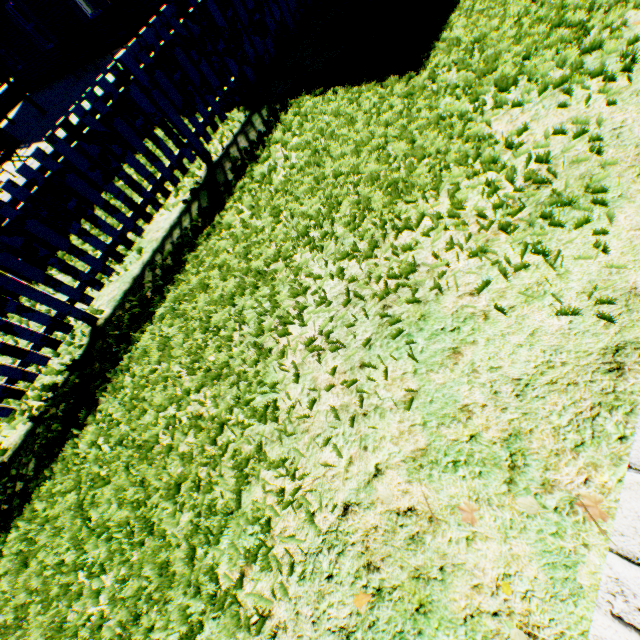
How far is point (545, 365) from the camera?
1.7m
